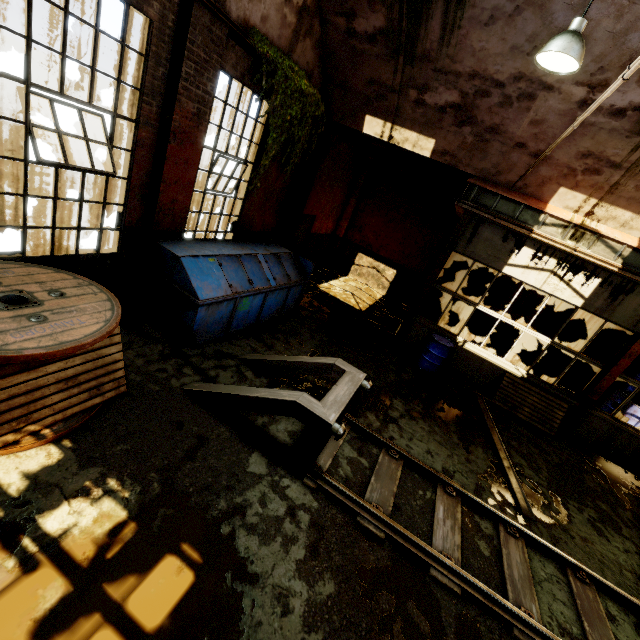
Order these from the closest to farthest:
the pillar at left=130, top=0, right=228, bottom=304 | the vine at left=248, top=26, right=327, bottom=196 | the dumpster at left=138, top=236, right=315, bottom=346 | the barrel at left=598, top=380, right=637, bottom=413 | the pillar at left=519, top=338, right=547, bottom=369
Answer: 1. the pillar at left=130, top=0, right=228, bottom=304
2. the dumpster at left=138, top=236, right=315, bottom=346
3. the vine at left=248, top=26, right=327, bottom=196
4. the barrel at left=598, top=380, right=637, bottom=413
5. the pillar at left=519, top=338, right=547, bottom=369

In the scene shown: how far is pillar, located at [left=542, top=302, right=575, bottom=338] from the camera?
12.1m

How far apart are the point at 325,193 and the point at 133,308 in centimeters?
827cm

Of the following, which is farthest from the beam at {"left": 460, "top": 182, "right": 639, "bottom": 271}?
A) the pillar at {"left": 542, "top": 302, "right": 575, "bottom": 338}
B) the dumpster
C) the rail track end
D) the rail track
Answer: the rail track

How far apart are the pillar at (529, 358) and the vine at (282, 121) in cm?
1012

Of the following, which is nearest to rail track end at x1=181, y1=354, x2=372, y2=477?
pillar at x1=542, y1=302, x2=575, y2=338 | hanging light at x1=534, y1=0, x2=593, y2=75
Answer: hanging light at x1=534, y1=0, x2=593, y2=75

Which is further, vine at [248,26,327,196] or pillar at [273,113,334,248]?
pillar at [273,113,334,248]

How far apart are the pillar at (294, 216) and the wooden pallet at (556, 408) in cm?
762
